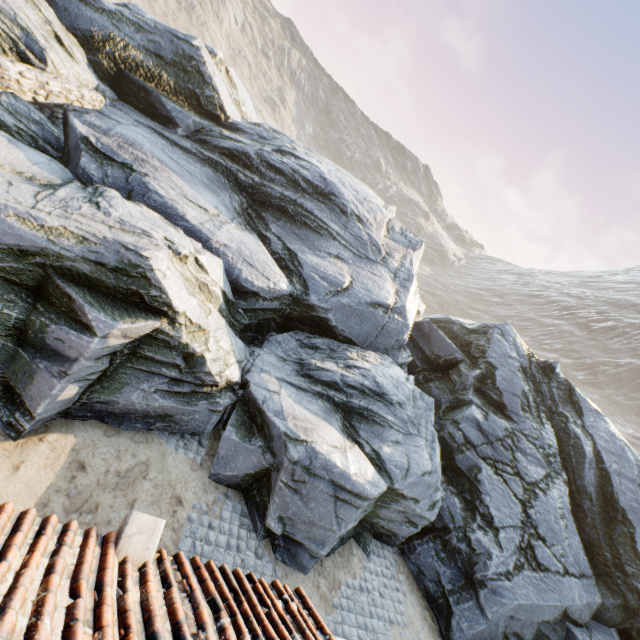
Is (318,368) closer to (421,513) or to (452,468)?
(421,513)

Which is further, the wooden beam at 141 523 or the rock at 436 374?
the rock at 436 374

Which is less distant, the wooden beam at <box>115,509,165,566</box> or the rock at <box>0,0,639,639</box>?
the wooden beam at <box>115,509,165,566</box>

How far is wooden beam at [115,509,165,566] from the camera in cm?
307

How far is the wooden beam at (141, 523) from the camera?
3.1 meters
